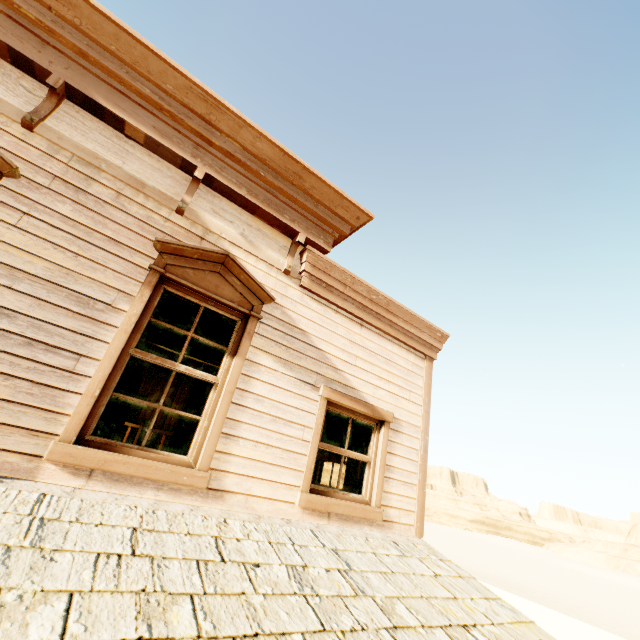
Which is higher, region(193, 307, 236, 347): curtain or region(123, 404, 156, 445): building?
region(193, 307, 236, 347): curtain

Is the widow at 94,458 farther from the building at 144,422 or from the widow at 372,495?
the widow at 372,495

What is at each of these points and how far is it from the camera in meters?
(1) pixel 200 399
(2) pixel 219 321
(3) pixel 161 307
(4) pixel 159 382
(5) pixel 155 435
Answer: (1) curtain, 3.5
(2) curtain, 3.8
(3) curtain, 3.4
(4) building, 11.1
(5) building, 10.2

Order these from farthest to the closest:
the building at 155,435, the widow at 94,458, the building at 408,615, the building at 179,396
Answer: the building at 179,396 → the building at 155,435 → the widow at 94,458 → the building at 408,615

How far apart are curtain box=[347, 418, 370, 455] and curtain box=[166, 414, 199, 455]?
1.31m

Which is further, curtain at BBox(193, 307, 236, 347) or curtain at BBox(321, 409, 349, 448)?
curtain at BBox(321, 409, 349, 448)

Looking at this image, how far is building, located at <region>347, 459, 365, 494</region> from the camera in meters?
5.3 m

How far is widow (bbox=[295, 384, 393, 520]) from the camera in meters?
3.6
